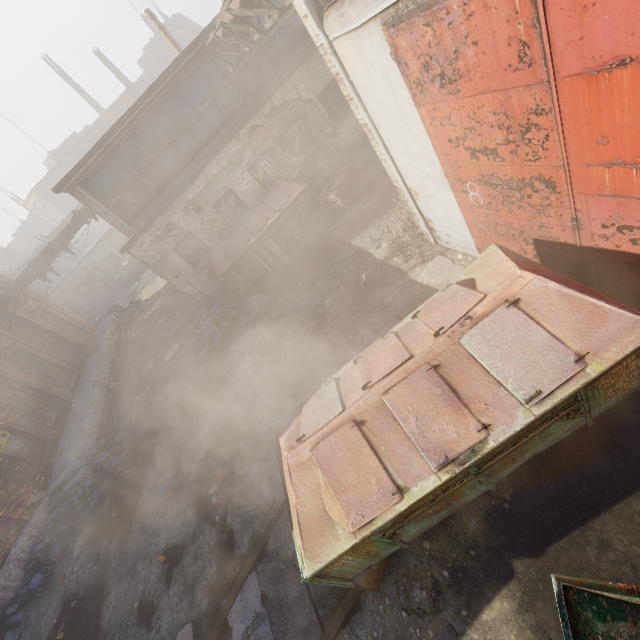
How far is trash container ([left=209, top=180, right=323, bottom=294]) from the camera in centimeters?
1123cm

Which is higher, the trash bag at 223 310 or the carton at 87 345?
the carton at 87 345

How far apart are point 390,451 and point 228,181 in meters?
11.3 m

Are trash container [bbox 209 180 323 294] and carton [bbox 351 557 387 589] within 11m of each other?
yes

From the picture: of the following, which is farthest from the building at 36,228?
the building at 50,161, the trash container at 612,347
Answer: the trash container at 612,347

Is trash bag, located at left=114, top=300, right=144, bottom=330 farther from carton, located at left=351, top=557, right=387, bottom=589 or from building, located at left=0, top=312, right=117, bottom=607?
carton, located at left=351, top=557, right=387, bottom=589

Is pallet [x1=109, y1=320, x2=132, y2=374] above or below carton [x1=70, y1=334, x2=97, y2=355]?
below

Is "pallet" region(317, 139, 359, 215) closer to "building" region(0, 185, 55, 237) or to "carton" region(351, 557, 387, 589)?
"carton" region(351, 557, 387, 589)
